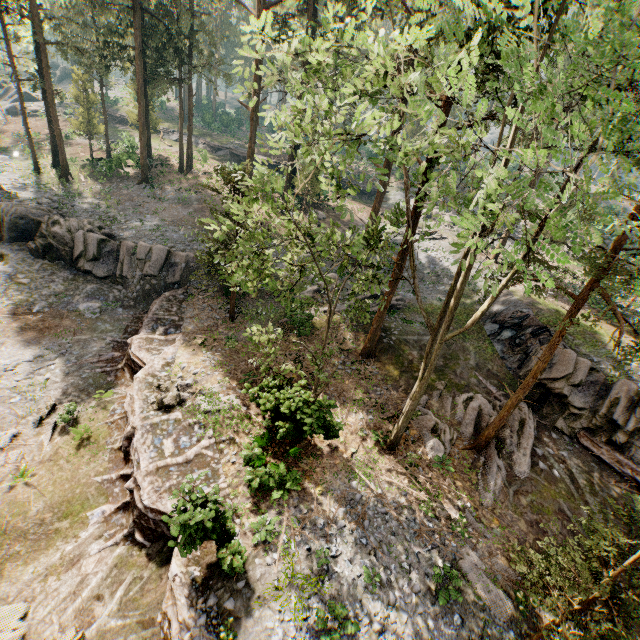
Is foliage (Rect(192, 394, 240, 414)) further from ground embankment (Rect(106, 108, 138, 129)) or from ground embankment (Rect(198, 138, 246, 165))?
ground embankment (Rect(106, 108, 138, 129))

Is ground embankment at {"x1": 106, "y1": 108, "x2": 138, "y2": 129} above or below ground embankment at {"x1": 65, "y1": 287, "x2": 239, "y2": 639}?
above

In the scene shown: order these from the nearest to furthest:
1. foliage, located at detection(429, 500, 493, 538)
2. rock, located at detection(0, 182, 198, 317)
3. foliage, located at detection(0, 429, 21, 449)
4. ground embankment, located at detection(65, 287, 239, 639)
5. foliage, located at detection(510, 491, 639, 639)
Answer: foliage, located at detection(510, 491, 639, 639), ground embankment, located at detection(65, 287, 239, 639), foliage, located at detection(429, 500, 493, 538), foliage, located at detection(0, 429, 21, 449), rock, located at detection(0, 182, 198, 317)

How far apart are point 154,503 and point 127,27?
40.01m

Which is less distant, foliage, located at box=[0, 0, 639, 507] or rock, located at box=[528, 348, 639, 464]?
foliage, located at box=[0, 0, 639, 507]

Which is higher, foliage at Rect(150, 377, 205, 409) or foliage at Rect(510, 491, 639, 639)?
foliage at Rect(510, 491, 639, 639)

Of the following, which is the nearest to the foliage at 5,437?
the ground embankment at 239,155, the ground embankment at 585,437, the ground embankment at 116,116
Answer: the ground embankment at 585,437

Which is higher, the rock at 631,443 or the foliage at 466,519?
the rock at 631,443
